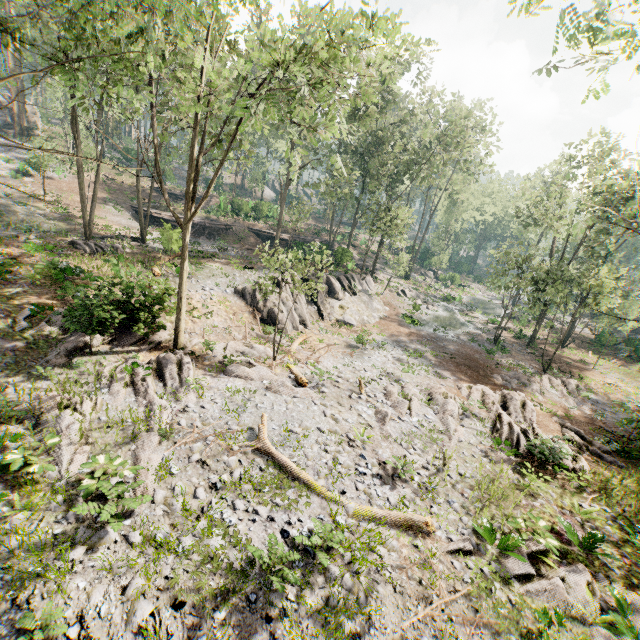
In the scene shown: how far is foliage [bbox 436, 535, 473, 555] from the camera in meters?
8.9

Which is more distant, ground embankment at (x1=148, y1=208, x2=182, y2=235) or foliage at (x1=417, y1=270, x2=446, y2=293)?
foliage at (x1=417, y1=270, x2=446, y2=293)

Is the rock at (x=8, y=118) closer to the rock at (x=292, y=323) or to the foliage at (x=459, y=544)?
the foliage at (x=459, y=544)

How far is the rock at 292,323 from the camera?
22.9m

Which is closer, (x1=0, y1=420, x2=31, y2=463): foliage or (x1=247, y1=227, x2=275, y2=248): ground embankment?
(x1=0, y1=420, x2=31, y2=463): foliage

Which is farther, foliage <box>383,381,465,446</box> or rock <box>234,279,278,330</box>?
rock <box>234,279,278,330</box>

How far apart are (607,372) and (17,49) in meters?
42.8 m

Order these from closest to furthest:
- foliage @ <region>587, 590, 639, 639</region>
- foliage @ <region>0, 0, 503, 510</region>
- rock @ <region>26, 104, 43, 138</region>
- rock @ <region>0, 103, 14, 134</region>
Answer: foliage @ <region>587, 590, 639, 639</region>, foliage @ <region>0, 0, 503, 510</region>, rock @ <region>0, 103, 14, 134</region>, rock @ <region>26, 104, 43, 138</region>
